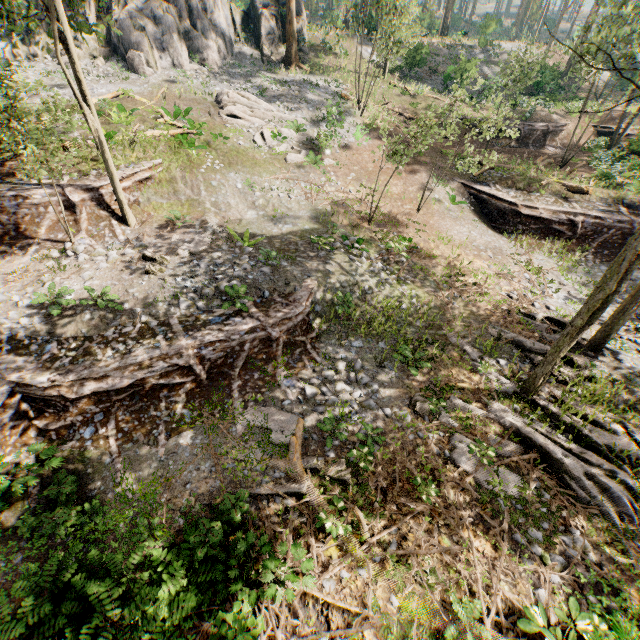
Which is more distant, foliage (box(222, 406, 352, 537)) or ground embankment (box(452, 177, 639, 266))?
ground embankment (box(452, 177, 639, 266))

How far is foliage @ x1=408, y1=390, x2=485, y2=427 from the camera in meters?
9.9

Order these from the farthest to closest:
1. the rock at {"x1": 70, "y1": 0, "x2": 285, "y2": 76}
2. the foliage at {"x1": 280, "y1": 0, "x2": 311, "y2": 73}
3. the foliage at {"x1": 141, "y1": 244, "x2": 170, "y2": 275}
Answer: the foliage at {"x1": 280, "y1": 0, "x2": 311, "y2": 73}
the rock at {"x1": 70, "y1": 0, "x2": 285, "y2": 76}
the foliage at {"x1": 141, "y1": 244, "x2": 170, "y2": 275}

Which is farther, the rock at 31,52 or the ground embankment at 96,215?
the rock at 31,52

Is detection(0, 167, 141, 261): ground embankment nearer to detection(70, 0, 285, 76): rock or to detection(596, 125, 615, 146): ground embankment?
detection(70, 0, 285, 76): rock

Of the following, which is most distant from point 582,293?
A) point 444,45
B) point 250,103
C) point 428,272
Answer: point 444,45

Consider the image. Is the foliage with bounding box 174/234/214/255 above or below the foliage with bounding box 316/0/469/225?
below
